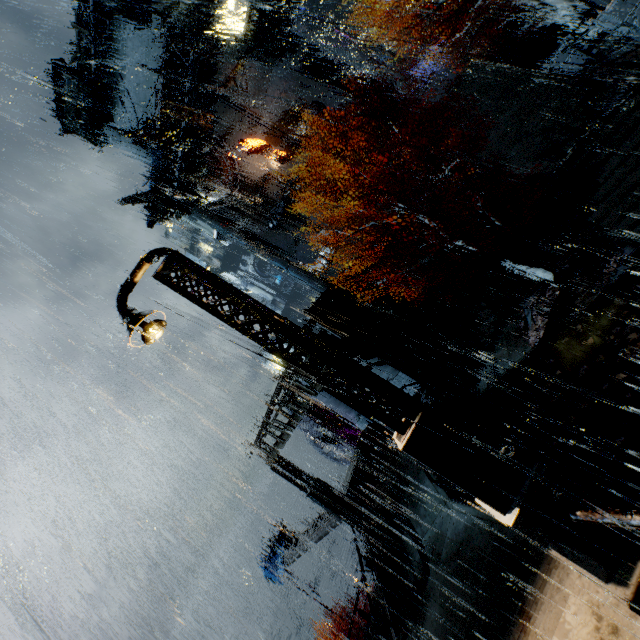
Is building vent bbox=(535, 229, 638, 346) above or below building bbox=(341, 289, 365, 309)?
below

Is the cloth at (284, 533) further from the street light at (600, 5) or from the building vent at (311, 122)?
the building vent at (311, 122)

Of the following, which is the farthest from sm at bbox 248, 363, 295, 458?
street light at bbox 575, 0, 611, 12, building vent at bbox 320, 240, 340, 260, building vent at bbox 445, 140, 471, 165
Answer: building vent at bbox 320, 240, 340, 260

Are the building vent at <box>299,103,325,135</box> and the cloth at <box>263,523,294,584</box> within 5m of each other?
no

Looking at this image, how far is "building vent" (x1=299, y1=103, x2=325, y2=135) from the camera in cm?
3325

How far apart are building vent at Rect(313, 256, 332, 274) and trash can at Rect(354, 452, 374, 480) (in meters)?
25.59

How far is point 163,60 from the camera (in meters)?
29.77

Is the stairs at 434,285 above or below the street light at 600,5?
below
